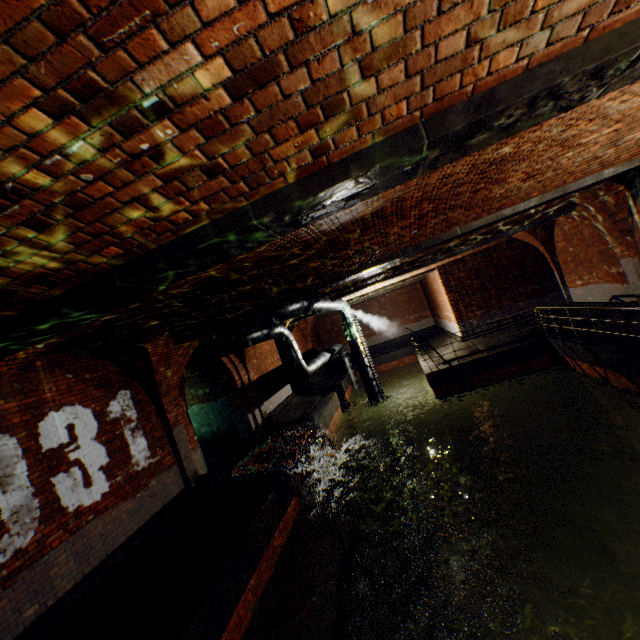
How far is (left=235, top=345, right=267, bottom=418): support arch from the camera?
13.11m

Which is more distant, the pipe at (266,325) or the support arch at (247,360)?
the support arch at (247,360)

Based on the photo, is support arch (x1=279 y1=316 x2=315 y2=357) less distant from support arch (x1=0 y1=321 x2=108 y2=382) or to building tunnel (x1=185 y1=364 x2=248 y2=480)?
building tunnel (x1=185 y1=364 x2=248 y2=480)

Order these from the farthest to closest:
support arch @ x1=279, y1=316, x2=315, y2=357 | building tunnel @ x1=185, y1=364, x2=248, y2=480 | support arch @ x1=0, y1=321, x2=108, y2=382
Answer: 1. support arch @ x1=279, y1=316, x2=315, y2=357
2. building tunnel @ x1=185, y1=364, x2=248, y2=480
3. support arch @ x1=0, y1=321, x2=108, y2=382

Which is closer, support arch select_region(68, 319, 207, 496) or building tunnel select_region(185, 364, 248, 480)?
support arch select_region(68, 319, 207, 496)

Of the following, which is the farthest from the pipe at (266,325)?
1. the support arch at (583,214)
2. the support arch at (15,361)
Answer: the support arch at (583,214)

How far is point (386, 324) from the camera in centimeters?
2656cm

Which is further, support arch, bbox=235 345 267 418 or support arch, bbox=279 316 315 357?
support arch, bbox=279 316 315 357
